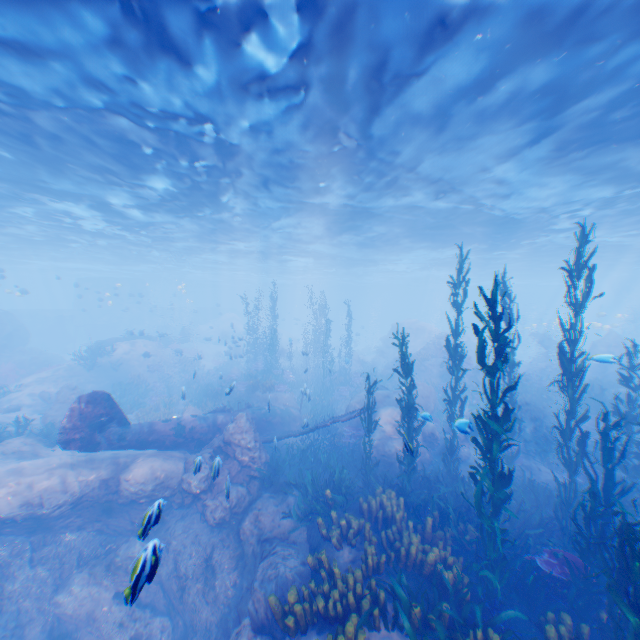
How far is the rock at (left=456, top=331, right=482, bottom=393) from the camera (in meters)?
21.14

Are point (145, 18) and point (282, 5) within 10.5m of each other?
yes

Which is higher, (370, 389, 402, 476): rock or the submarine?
the submarine

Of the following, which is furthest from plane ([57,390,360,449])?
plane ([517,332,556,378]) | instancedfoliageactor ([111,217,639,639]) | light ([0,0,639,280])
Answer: plane ([517,332,556,378])

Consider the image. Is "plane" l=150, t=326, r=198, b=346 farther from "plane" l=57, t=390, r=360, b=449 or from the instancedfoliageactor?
"plane" l=57, t=390, r=360, b=449

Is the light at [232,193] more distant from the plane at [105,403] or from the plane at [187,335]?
the plane at [105,403]

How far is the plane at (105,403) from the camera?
10.2 meters

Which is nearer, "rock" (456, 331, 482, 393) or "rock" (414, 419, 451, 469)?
"rock" (414, 419, 451, 469)
